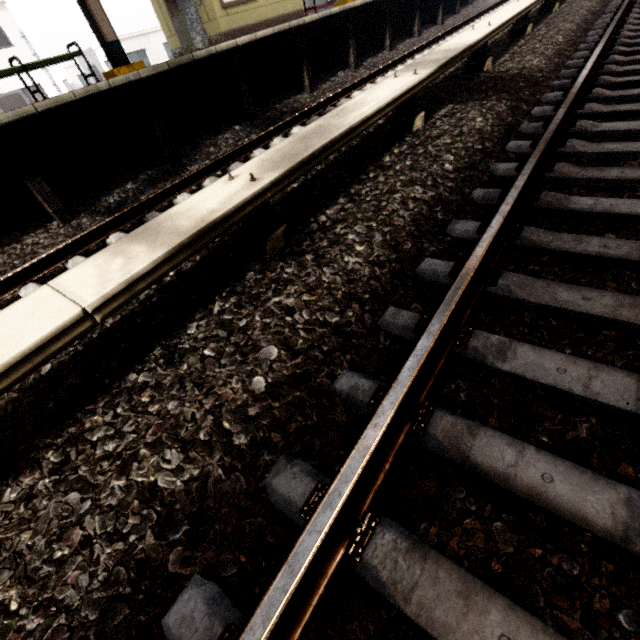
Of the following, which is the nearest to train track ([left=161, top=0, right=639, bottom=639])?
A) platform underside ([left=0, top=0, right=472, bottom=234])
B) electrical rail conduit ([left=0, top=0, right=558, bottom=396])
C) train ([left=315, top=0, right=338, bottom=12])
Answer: electrical rail conduit ([left=0, top=0, right=558, bottom=396])

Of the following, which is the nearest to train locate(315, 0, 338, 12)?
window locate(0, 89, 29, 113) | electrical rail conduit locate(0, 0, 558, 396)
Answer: electrical rail conduit locate(0, 0, 558, 396)

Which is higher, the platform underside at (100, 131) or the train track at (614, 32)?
the platform underside at (100, 131)

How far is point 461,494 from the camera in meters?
1.2

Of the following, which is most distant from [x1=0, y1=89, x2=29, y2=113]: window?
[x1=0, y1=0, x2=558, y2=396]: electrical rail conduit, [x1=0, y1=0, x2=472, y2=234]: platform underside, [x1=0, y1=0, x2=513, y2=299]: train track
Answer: [x1=0, y1=0, x2=558, y2=396]: electrical rail conduit

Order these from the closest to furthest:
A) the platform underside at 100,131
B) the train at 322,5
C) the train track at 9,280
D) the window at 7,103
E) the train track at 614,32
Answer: the train track at 614,32
the train track at 9,280
the platform underside at 100,131
the train at 322,5
the window at 7,103

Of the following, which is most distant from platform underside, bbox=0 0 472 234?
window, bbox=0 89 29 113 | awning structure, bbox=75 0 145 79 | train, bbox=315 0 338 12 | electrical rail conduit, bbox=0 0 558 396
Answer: window, bbox=0 89 29 113

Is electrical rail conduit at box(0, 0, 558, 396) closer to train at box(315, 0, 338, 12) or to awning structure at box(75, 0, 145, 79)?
awning structure at box(75, 0, 145, 79)
